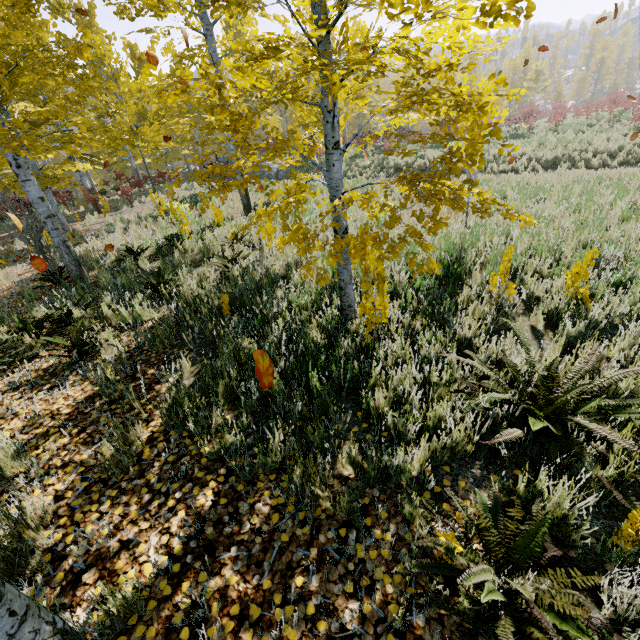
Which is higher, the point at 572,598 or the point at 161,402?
the point at 572,598

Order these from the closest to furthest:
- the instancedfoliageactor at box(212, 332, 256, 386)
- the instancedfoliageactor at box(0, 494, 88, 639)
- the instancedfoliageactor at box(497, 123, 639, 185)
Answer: the instancedfoliageactor at box(0, 494, 88, 639) → the instancedfoliageactor at box(212, 332, 256, 386) → the instancedfoliageactor at box(497, 123, 639, 185)

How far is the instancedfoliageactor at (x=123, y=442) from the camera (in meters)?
2.61

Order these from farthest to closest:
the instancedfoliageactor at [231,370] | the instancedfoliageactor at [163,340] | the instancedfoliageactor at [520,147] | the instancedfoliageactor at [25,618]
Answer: the instancedfoliageactor at [520,147]
the instancedfoliageactor at [163,340]
the instancedfoliageactor at [231,370]
the instancedfoliageactor at [25,618]

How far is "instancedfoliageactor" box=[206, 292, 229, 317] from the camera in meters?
4.8

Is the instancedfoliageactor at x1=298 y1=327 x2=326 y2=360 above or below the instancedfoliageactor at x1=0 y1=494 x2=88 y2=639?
below
